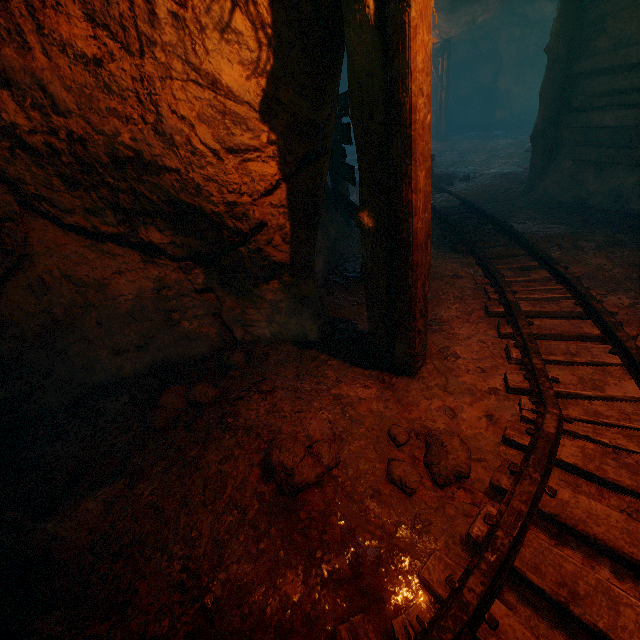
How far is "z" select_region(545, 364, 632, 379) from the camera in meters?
2.6 m

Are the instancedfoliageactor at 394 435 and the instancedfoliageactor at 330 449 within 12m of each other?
yes

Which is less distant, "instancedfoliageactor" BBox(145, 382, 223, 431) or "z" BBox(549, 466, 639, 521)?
"z" BBox(549, 466, 639, 521)

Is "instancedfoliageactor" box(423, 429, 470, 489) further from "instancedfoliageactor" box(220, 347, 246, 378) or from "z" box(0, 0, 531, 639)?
"instancedfoliageactor" box(220, 347, 246, 378)

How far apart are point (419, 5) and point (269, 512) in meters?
3.0

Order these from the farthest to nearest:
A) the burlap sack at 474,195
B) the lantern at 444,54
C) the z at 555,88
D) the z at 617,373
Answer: the lantern at 444,54 < the burlap sack at 474,195 < the z at 555,88 < the z at 617,373

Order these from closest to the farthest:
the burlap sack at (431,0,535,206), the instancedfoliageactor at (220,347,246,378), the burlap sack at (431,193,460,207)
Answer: the instancedfoliageactor at (220,347,246,378)
the burlap sack at (431,193,460,207)
the burlap sack at (431,0,535,206)

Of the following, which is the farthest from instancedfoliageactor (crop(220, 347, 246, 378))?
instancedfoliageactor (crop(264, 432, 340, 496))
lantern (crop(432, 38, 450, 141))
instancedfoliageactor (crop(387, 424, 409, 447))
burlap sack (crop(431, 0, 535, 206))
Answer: lantern (crop(432, 38, 450, 141))
